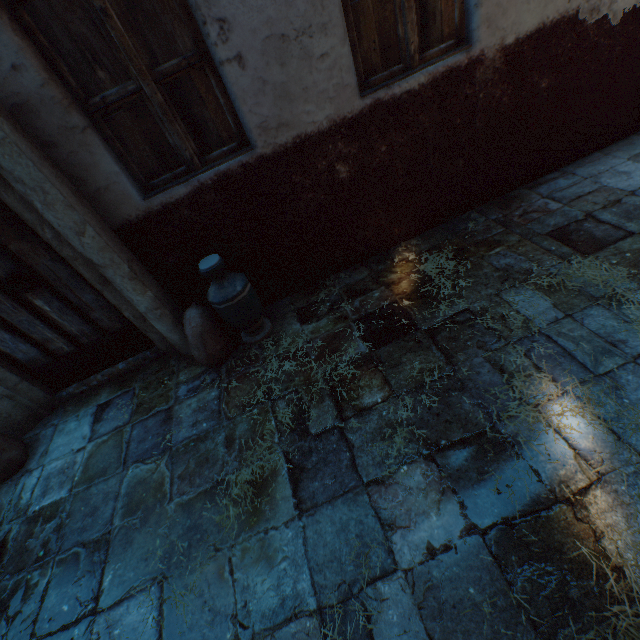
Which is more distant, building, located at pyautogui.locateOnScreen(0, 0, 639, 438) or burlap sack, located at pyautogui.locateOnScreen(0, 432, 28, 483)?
burlap sack, located at pyautogui.locateOnScreen(0, 432, 28, 483)

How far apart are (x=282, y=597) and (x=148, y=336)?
2.70m

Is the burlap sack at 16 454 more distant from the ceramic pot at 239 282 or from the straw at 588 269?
the straw at 588 269

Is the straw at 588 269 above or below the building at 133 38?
below

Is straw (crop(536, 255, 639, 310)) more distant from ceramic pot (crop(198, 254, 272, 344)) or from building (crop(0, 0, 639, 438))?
ceramic pot (crop(198, 254, 272, 344))

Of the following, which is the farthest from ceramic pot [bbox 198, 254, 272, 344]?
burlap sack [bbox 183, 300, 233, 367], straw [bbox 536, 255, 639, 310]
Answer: straw [bbox 536, 255, 639, 310]

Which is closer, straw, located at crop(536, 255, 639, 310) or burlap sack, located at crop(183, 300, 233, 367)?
straw, located at crop(536, 255, 639, 310)
